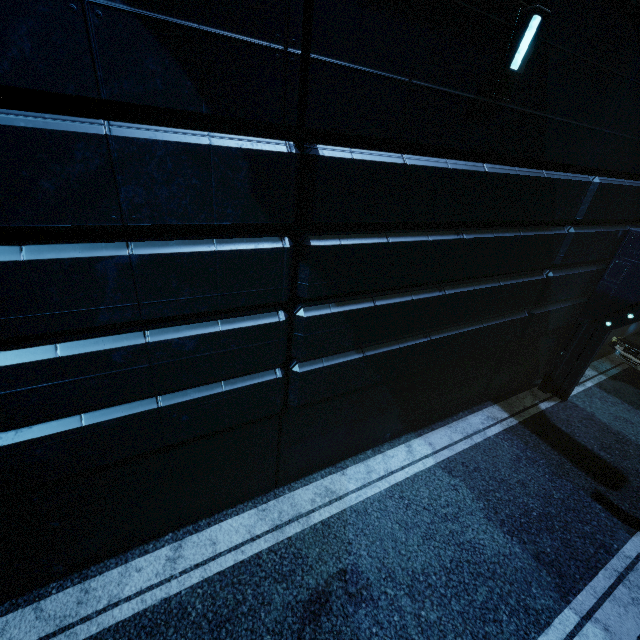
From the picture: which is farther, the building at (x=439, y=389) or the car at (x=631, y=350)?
the car at (x=631, y=350)

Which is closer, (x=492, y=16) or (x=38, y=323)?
(x=38, y=323)

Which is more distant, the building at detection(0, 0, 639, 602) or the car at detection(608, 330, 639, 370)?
the car at detection(608, 330, 639, 370)
